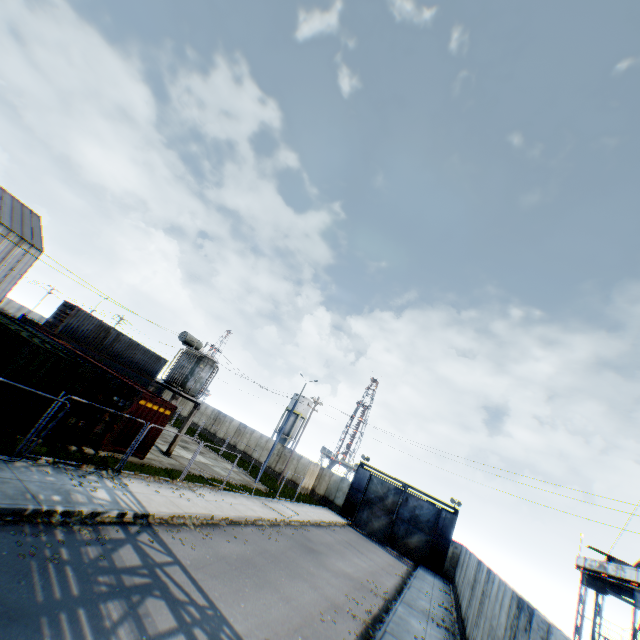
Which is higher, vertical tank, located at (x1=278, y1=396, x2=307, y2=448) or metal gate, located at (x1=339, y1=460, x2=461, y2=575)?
vertical tank, located at (x1=278, y1=396, x2=307, y2=448)

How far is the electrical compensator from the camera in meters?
20.6 m

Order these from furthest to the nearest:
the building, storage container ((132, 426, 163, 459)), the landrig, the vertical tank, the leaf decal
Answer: the vertical tank → the building → the landrig → storage container ((132, 426, 163, 459)) → the leaf decal

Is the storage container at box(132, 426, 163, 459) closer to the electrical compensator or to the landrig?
the electrical compensator

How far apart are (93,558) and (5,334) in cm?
993

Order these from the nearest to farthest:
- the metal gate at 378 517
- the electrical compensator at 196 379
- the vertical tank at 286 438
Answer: the electrical compensator at 196 379, the metal gate at 378 517, the vertical tank at 286 438

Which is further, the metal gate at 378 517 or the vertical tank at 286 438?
the vertical tank at 286 438

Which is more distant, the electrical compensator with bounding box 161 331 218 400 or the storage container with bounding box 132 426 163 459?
the electrical compensator with bounding box 161 331 218 400
